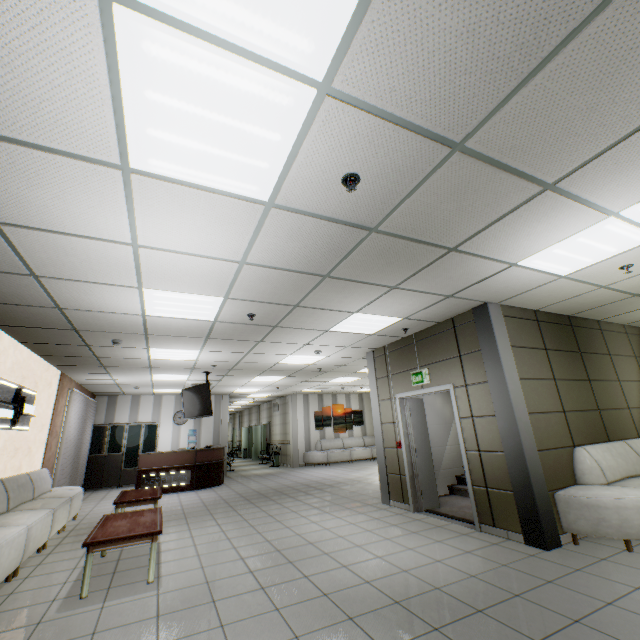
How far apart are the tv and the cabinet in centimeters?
435cm

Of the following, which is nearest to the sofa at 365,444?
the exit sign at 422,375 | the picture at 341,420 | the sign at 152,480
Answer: the picture at 341,420

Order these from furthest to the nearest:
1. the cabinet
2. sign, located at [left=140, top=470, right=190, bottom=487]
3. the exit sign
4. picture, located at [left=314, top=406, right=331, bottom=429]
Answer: picture, located at [left=314, top=406, right=331, bottom=429] < the cabinet < sign, located at [left=140, top=470, right=190, bottom=487] < the exit sign

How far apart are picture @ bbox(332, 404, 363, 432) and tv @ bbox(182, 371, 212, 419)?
7.82m

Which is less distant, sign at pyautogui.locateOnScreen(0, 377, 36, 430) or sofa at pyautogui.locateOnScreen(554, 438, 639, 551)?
sofa at pyautogui.locateOnScreen(554, 438, 639, 551)

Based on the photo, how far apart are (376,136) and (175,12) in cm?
118

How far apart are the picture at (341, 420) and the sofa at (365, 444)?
0.2m

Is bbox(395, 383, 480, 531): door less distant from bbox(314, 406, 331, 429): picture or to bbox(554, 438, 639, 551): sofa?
bbox(554, 438, 639, 551): sofa
